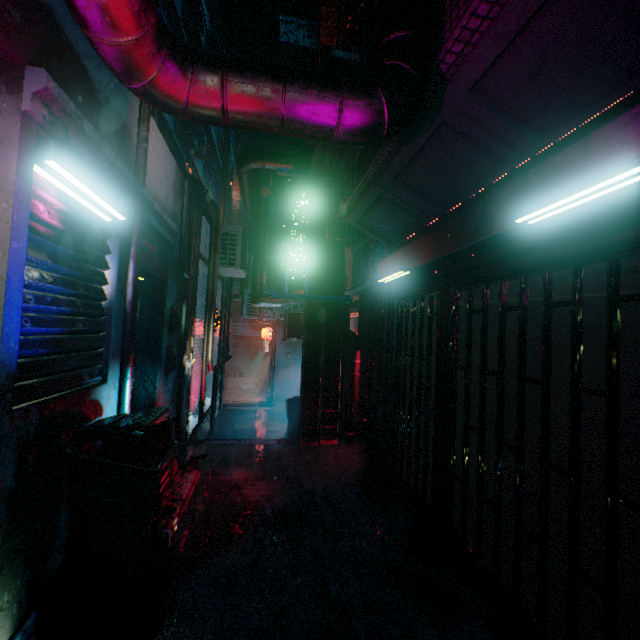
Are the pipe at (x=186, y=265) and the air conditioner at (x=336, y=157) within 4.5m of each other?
yes

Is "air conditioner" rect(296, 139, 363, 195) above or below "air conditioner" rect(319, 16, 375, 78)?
below

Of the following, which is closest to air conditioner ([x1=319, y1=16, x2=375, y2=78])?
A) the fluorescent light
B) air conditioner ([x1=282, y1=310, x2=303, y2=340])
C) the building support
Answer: the building support

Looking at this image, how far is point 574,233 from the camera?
1.7 meters

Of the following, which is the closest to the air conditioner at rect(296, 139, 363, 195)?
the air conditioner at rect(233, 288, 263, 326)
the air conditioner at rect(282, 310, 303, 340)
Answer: the air conditioner at rect(282, 310, 303, 340)

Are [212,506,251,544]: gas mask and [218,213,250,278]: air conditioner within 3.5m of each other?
no

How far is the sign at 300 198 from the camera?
4.16m

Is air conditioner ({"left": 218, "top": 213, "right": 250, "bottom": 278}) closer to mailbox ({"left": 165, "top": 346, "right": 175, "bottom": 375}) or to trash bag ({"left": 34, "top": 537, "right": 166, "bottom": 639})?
mailbox ({"left": 165, "top": 346, "right": 175, "bottom": 375})
